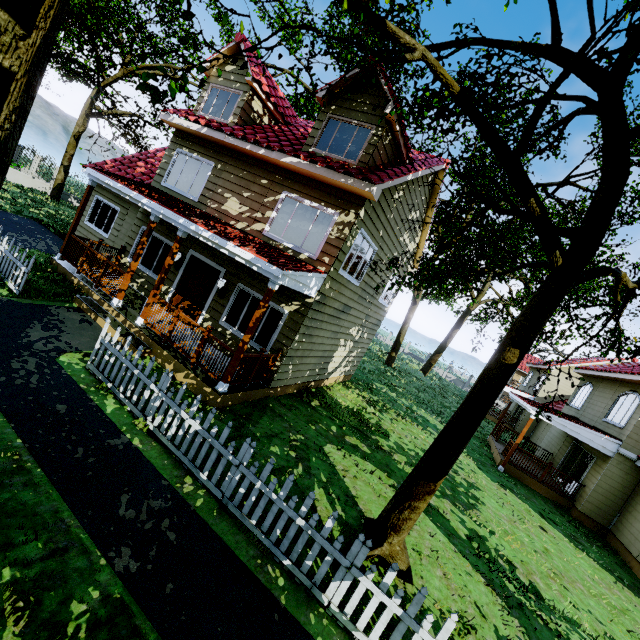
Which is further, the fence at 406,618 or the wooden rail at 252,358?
the wooden rail at 252,358

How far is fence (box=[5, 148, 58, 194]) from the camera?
20.9m

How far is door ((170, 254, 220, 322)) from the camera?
10.2m

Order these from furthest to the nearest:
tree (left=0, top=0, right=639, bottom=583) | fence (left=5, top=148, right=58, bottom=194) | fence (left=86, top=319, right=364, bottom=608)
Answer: fence (left=5, top=148, right=58, bottom=194)
fence (left=86, top=319, right=364, bottom=608)
tree (left=0, top=0, right=639, bottom=583)

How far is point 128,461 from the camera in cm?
478

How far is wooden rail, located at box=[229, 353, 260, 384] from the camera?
7.5 meters

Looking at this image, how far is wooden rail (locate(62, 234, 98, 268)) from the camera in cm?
992

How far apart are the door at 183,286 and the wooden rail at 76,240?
2.70m
